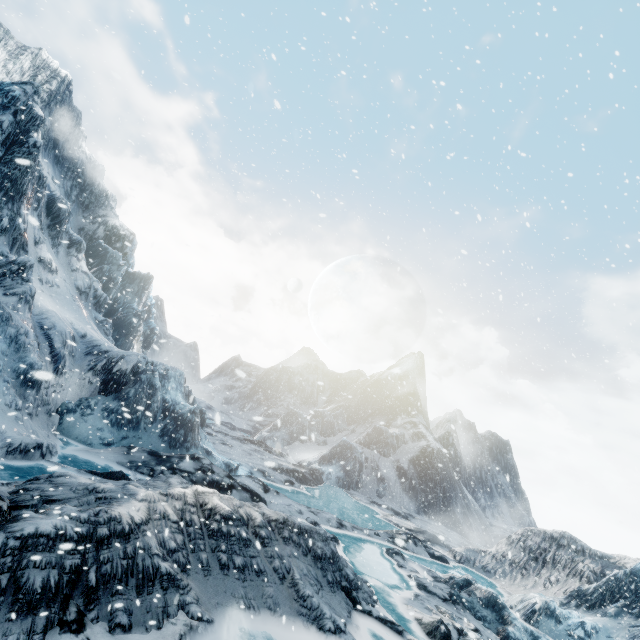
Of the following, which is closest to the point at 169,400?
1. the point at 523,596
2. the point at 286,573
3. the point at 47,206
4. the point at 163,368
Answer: the point at 163,368
